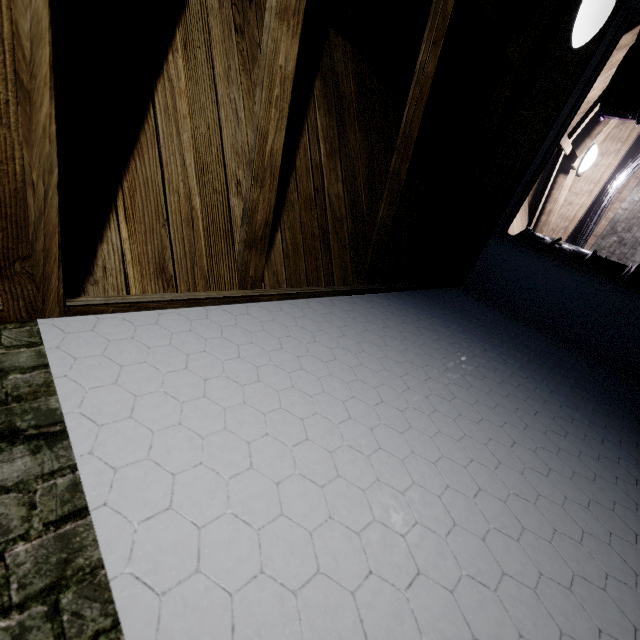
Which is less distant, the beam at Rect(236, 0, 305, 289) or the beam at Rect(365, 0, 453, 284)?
the beam at Rect(236, 0, 305, 289)

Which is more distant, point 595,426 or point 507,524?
point 595,426

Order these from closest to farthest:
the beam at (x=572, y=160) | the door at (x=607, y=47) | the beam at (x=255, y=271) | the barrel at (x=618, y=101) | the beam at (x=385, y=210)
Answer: the beam at (x=255, y=271)
the beam at (x=385, y=210)
the door at (x=607, y=47)
the barrel at (x=618, y=101)
the beam at (x=572, y=160)

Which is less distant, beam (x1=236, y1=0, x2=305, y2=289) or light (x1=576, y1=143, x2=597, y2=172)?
beam (x1=236, y1=0, x2=305, y2=289)

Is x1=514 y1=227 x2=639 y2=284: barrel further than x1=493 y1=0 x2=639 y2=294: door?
Yes

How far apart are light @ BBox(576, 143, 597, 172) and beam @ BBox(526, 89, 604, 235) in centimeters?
17cm

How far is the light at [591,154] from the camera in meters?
3.9
